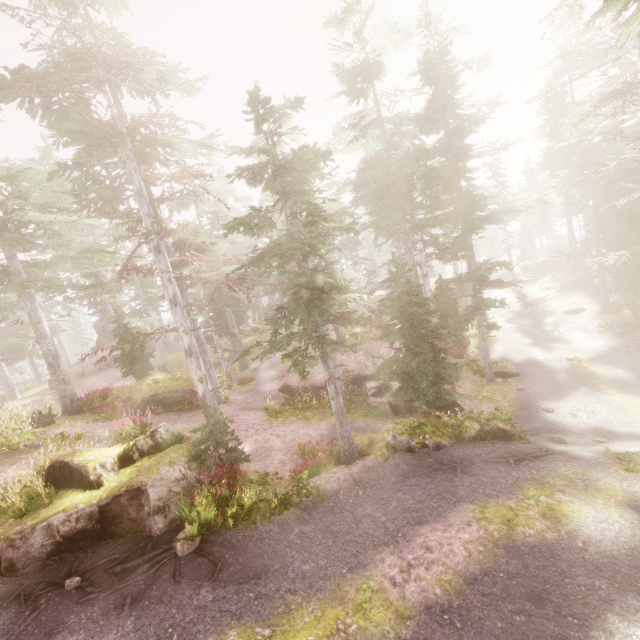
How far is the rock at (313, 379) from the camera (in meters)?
19.75

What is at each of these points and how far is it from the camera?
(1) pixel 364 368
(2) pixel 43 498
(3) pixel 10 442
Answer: (1) rock, 21.50m
(2) instancedfoliageactor, 8.17m
(3) instancedfoliageactor, 12.61m

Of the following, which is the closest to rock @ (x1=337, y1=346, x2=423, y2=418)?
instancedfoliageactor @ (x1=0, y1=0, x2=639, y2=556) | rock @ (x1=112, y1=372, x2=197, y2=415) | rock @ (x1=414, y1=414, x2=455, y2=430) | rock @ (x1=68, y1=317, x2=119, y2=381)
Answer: instancedfoliageactor @ (x1=0, y1=0, x2=639, y2=556)

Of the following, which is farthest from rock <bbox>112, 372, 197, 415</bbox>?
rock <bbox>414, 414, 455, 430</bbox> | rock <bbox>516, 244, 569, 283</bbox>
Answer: rock <bbox>516, 244, 569, 283</bbox>

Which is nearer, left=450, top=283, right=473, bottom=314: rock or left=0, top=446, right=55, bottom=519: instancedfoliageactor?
left=0, top=446, right=55, bottom=519: instancedfoliageactor

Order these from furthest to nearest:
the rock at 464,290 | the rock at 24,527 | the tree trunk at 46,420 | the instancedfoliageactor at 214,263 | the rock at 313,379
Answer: the rock at 464,290
the rock at 313,379
the tree trunk at 46,420
the instancedfoliageactor at 214,263
the rock at 24,527

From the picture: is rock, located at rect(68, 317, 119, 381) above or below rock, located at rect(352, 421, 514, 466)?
above

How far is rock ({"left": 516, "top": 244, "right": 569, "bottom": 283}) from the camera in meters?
36.2
